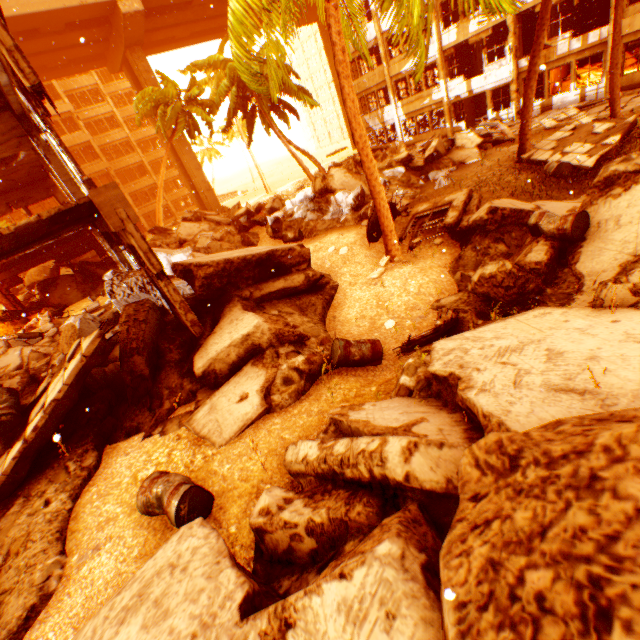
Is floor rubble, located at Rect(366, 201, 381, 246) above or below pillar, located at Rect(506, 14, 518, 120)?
below

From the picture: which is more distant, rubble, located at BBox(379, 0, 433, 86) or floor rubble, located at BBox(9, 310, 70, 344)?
floor rubble, located at BBox(9, 310, 70, 344)

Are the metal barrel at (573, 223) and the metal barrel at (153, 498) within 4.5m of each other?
no

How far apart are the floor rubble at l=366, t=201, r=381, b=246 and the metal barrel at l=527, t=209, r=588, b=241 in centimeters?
455cm

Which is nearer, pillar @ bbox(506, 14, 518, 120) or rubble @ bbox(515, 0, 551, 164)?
rubble @ bbox(515, 0, 551, 164)

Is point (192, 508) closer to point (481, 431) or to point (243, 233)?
point (481, 431)

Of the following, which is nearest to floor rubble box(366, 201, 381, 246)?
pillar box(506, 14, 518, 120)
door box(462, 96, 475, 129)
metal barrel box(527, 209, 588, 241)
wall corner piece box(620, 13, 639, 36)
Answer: metal barrel box(527, 209, 588, 241)

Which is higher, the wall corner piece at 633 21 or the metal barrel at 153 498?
the wall corner piece at 633 21
